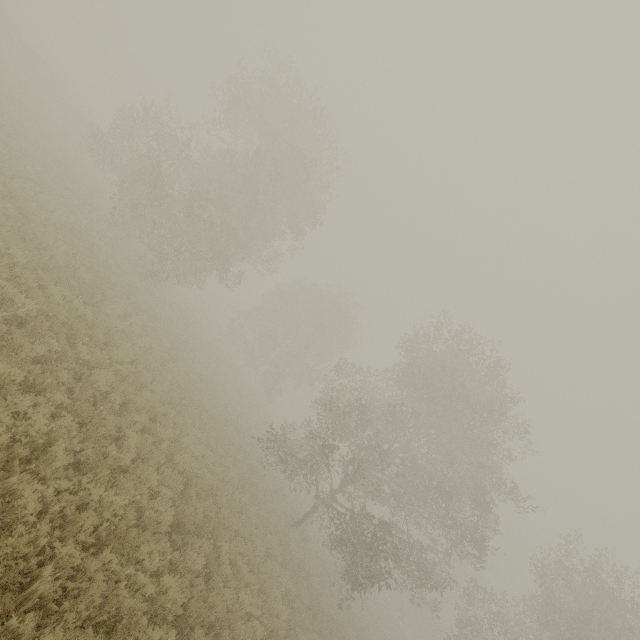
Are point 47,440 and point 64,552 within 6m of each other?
yes
